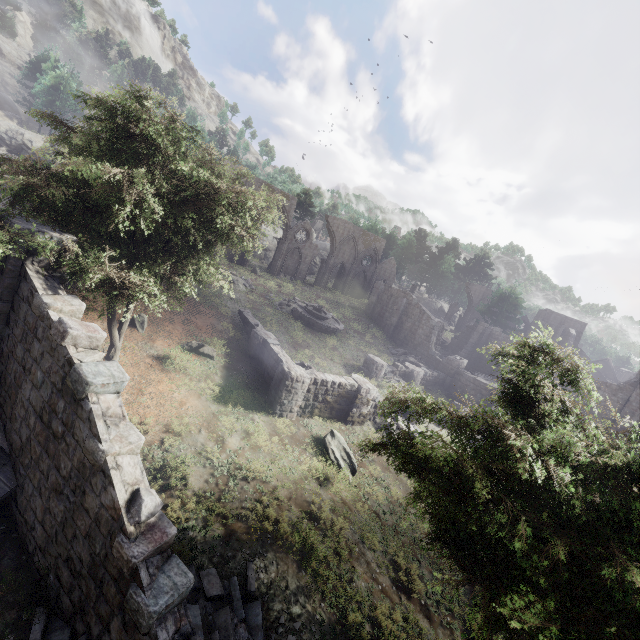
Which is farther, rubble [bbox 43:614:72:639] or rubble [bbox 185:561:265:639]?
rubble [bbox 185:561:265:639]

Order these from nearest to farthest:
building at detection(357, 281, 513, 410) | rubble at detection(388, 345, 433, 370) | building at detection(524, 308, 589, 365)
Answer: building at detection(357, 281, 513, 410) < rubble at detection(388, 345, 433, 370) < building at detection(524, 308, 589, 365)

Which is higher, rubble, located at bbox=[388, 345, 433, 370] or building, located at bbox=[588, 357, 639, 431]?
building, located at bbox=[588, 357, 639, 431]

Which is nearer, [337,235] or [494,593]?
[494,593]

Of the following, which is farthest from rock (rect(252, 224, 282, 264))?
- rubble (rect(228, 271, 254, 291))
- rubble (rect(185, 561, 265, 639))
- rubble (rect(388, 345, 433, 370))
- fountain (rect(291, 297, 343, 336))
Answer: rubble (rect(185, 561, 265, 639))

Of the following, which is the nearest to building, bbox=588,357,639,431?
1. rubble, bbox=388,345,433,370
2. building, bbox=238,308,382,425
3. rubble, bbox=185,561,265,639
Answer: rubble, bbox=388,345,433,370

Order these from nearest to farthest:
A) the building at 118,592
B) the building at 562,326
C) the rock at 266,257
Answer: the building at 118,592 → the building at 562,326 → the rock at 266,257

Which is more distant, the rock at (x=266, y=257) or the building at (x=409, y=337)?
the rock at (x=266, y=257)
